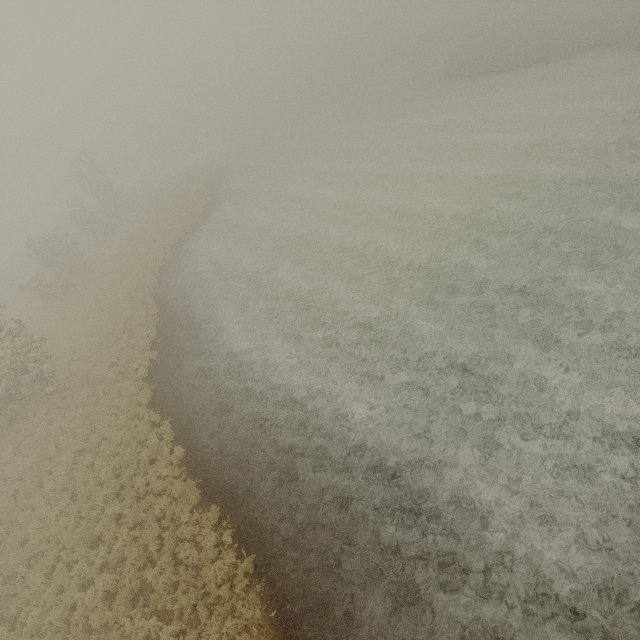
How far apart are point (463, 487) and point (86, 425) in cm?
1722
